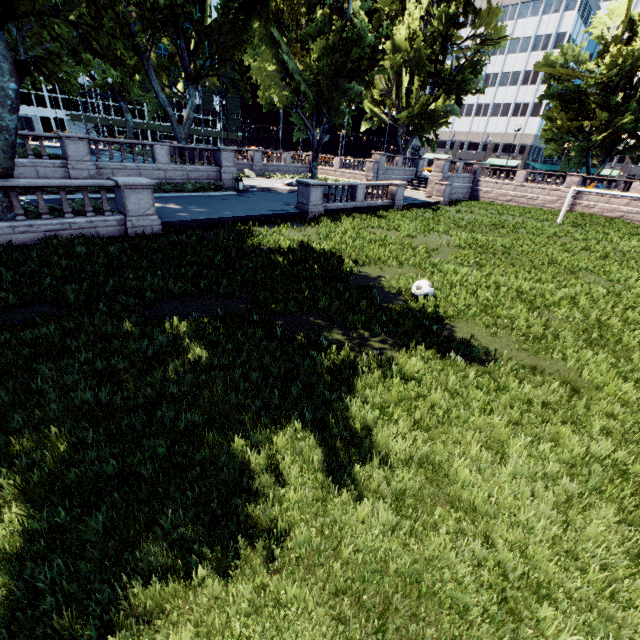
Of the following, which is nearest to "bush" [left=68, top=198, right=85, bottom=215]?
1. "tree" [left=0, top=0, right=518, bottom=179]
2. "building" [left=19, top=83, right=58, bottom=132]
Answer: "tree" [left=0, top=0, right=518, bottom=179]

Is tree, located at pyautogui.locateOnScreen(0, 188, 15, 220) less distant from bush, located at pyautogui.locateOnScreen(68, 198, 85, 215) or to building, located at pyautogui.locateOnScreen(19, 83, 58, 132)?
bush, located at pyautogui.locateOnScreen(68, 198, 85, 215)

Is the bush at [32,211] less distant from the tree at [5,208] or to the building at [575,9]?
the tree at [5,208]

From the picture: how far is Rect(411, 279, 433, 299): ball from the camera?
9.9m

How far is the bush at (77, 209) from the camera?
13.40m

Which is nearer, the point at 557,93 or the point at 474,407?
the point at 474,407

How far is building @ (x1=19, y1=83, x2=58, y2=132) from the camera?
52.9m

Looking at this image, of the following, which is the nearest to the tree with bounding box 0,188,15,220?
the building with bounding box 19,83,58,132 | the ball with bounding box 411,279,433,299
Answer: the ball with bounding box 411,279,433,299
